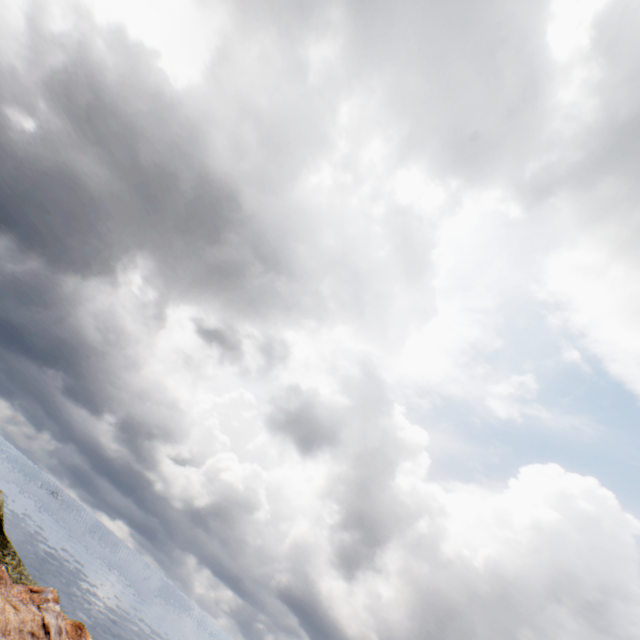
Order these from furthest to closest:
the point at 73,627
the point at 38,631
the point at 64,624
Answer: the point at 73,627
the point at 64,624
the point at 38,631
